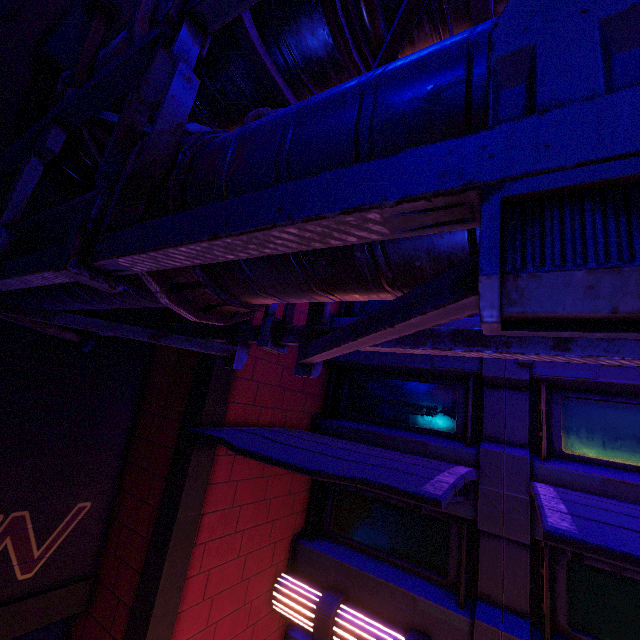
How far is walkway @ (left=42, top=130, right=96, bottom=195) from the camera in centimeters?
521cm

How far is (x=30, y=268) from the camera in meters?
2.5

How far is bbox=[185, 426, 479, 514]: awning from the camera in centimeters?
358cm

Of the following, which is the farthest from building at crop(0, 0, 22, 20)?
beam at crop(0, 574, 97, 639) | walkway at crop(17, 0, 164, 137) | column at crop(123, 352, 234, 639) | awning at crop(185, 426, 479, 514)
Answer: beam at crop(0, 574, 97, 639)

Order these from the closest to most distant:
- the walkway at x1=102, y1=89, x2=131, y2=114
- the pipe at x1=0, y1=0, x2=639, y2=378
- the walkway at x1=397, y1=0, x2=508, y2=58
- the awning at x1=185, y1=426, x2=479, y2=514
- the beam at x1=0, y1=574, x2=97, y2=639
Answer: the pipe at x1=0, y1=0, x2=639, y2=378 < the walkway at x1=397, y1=0, x2=508, y2=58 < the awning at x1=185, y1=426, x2=479, y2=514 < the walkway at x1=102, y1=89, x2=131, y2=114 < the beam at x1=0, y1=574, x2=97, y2=639

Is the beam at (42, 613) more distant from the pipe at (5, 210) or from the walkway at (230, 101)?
the walkway at (230, 101)

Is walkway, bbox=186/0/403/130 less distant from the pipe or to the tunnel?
the pipe

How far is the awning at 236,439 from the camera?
3.6m
